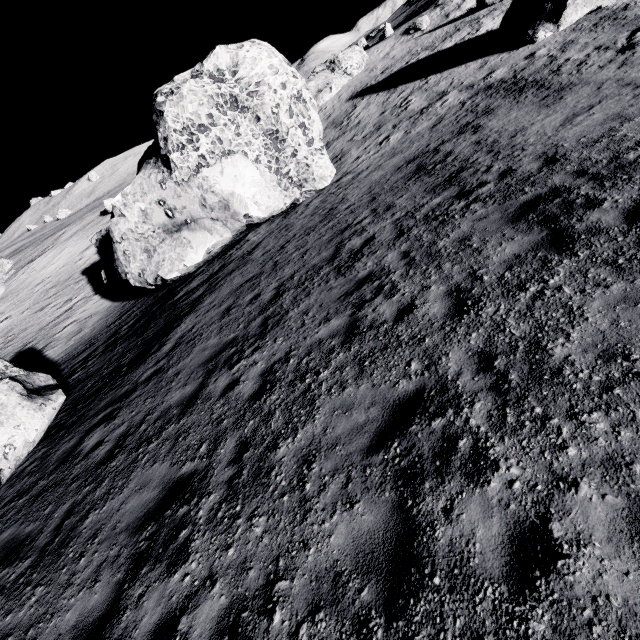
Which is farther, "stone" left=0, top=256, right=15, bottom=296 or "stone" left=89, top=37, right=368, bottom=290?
"stone" left=0, top=256, right=15, bottom=296

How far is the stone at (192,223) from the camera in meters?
13.7

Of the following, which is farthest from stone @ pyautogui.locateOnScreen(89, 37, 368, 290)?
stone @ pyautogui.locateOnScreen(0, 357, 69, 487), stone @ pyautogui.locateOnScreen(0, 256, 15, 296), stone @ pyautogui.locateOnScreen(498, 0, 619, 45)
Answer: stone @ pyautogui.locateOnScreen(0, 256, 15, 296)

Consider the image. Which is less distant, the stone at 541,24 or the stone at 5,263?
the stone at 541,24

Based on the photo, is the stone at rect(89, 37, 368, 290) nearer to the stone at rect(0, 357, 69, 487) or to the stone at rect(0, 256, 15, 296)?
the stone at rect(0, 357, 69, 487)

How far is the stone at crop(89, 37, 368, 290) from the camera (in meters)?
13.68

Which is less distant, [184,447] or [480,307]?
[480,307]
